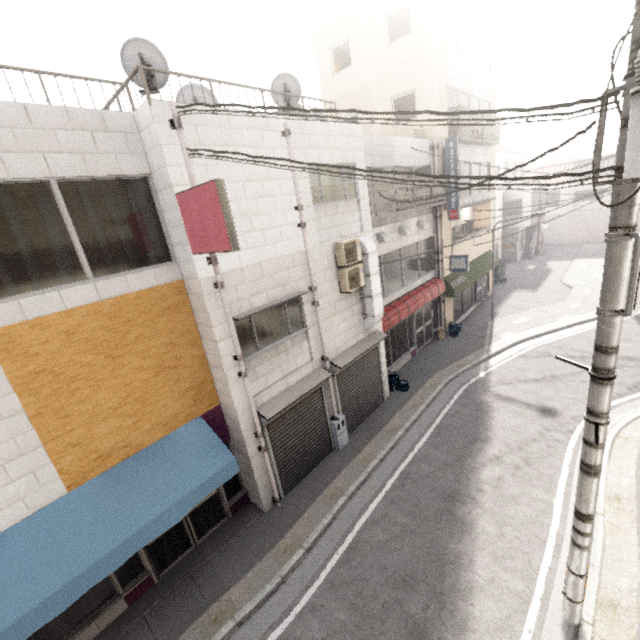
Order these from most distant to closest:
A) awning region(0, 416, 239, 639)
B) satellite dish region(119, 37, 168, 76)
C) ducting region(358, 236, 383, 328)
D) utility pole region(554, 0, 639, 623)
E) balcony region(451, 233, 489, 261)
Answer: balcony region(451, 233, 489, 261) < ducting region(358, 236, 383, 328) < satellite dish region(119, 37, 168, 76) < awning region(0, 416, 239, 639) < utility pole region(554, 0, 639, 623)

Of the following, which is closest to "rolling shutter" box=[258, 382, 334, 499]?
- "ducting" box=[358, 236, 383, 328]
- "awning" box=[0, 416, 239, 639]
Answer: "awning" box=[0, 416, 239, 639]

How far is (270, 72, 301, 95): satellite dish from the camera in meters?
7.1

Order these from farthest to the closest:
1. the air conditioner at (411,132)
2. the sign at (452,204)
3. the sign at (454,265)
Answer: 1. the sign at (454,265)
2. the sign at (452,204)
3. the air conditioner at (411,132)

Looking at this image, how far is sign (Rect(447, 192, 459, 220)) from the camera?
13.8 meters

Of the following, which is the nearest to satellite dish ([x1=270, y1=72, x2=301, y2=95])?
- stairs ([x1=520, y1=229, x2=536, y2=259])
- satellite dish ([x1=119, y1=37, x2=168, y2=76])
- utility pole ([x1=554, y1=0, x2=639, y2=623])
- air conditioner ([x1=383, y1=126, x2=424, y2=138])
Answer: satellite dish ([x1=119, y1=37, x2=168, y2=76])

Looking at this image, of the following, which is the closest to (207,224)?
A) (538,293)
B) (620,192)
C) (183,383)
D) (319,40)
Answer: (183,383)

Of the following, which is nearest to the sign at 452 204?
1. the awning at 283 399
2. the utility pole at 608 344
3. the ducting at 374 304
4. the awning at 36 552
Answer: the ducting at 374 304
